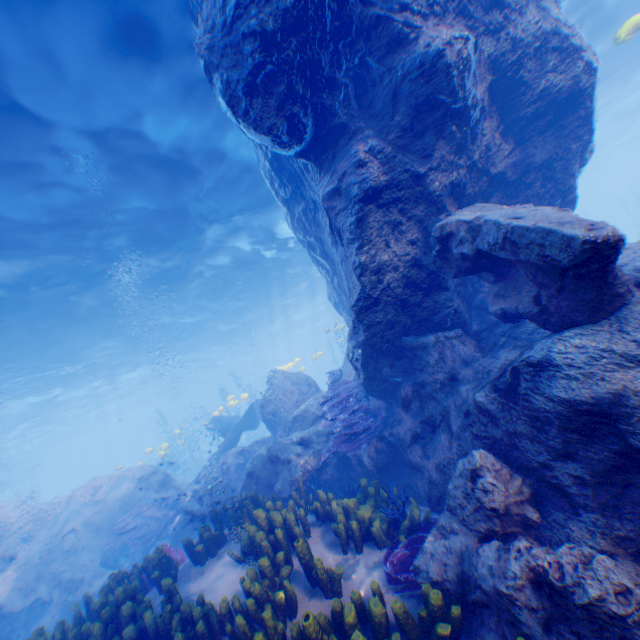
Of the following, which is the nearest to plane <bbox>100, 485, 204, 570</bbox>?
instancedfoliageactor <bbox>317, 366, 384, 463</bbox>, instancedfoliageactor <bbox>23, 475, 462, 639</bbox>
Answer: instancedfoliageactor <bbox>23, 475, 462, 639</bbox>

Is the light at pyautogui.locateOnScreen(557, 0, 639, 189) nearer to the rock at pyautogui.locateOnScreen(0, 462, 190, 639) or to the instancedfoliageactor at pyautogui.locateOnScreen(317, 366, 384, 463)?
the rock at pyautogui.locateOnScreen(0, 462, 190, 639)

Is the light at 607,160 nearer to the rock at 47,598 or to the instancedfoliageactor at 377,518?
the rock at 47,598

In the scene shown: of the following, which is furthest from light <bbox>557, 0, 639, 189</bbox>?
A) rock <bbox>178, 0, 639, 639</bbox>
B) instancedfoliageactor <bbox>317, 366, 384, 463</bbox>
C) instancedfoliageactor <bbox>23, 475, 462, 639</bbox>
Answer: instancedfoliageactor <bbox>317, 366, 384, 463</bbox>

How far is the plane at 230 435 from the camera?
15.6m

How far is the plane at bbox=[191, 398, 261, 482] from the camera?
15.59m

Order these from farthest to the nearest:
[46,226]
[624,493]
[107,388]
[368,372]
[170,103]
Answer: [107,388] < [46,226] < [170,103] < [368,372] < [624,493]
